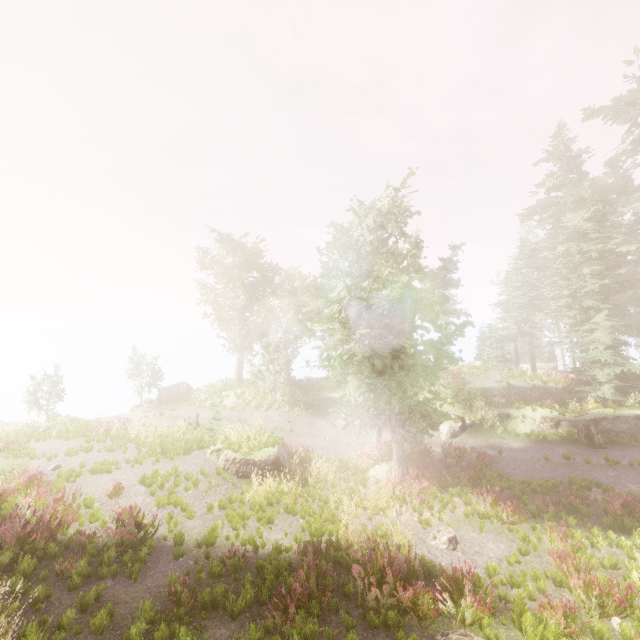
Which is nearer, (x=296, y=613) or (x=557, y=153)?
(x=296, y=613)

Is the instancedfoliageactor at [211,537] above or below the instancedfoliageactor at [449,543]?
above

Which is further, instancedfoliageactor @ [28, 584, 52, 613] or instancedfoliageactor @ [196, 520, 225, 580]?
instancedfoliageactor @ [196, 520, 225, 580]

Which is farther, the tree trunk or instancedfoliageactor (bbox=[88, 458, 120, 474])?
the tree trunk

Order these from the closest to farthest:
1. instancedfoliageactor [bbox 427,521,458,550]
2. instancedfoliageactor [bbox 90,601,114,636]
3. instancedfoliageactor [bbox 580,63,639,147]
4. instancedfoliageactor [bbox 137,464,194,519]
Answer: instancedfoliageactor [bbox 90,601,114,636]
instancedfoliageactor [bbox 427,521,458,550]
instancedfoliageactor [bbox 137,464,194,519]
instancedfoliageactor [bbox 580,63,639,147]

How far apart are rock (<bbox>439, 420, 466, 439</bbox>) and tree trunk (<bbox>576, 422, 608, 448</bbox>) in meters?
5.5

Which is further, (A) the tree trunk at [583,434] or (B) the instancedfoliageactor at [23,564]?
(A) the tree trunk at [583,434]

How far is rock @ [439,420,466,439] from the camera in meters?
19.5 m
